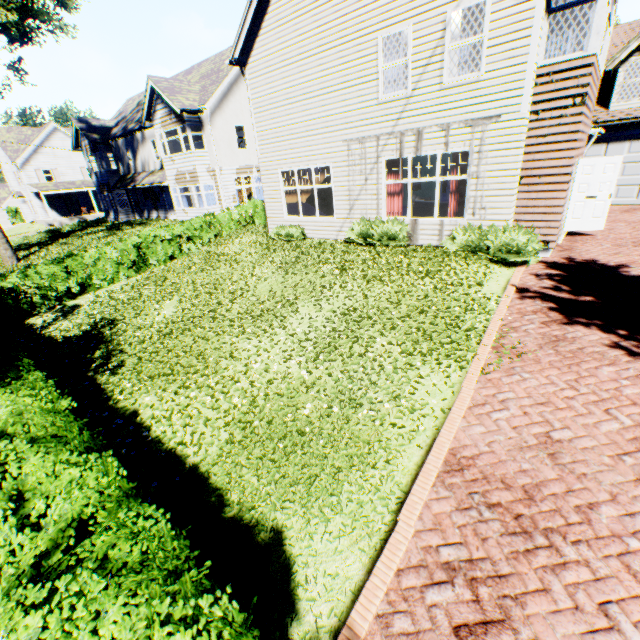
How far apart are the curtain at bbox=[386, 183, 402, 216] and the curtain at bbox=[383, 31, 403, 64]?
1.8m

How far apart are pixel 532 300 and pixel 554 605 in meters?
6.1 m

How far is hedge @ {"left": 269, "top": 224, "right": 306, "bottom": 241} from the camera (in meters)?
13.70

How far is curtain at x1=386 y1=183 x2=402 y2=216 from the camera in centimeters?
1115cm

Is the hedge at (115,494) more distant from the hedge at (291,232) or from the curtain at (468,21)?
the curtain at (468,21)

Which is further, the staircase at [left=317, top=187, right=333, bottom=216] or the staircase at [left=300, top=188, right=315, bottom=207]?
the staircase at [left=317, top=187, right=333, bottom=216]

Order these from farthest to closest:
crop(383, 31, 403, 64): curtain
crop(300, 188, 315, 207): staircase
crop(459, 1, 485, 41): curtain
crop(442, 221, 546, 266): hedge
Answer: crop(300, 188, 315, 207): staircase → crop(383, 31, 403, 64): curtain → crop(442, 221, 546, 266): hedge → crop(459, 1, 485, 41): curtain

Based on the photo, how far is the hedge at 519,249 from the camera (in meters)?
8.61
